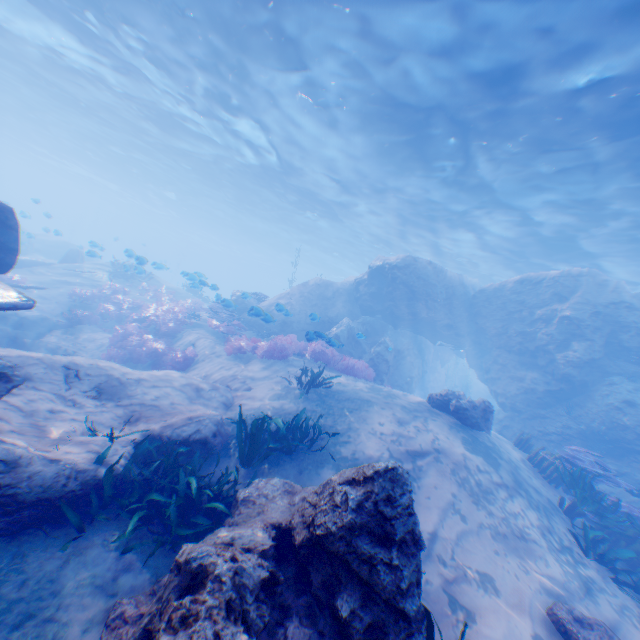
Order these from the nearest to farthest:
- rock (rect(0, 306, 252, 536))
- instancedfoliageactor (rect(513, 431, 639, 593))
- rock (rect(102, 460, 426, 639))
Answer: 1. rock (rect(102, 460, 426, 639))
2. rock (rect(0, 306, 252, 536))
3. instancedfoliageactor (rect(513, 431, 639, 593))

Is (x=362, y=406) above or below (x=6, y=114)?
below

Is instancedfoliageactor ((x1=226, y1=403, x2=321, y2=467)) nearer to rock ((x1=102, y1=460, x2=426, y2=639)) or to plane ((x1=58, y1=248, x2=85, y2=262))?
rock ((x1=102, y1=460, x2=426, y2=639))

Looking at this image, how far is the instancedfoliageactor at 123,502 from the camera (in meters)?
4.07

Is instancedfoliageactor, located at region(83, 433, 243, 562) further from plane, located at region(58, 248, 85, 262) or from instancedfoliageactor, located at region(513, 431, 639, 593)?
instancedfoliageactor, located at region(513, 431, 639, 593)

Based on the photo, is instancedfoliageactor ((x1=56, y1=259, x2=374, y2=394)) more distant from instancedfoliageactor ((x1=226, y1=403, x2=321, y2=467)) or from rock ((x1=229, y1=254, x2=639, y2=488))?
instancedfoliageactor ((x1=226, y1=403, x2=321, y2=467))

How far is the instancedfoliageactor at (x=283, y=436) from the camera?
5.9m
